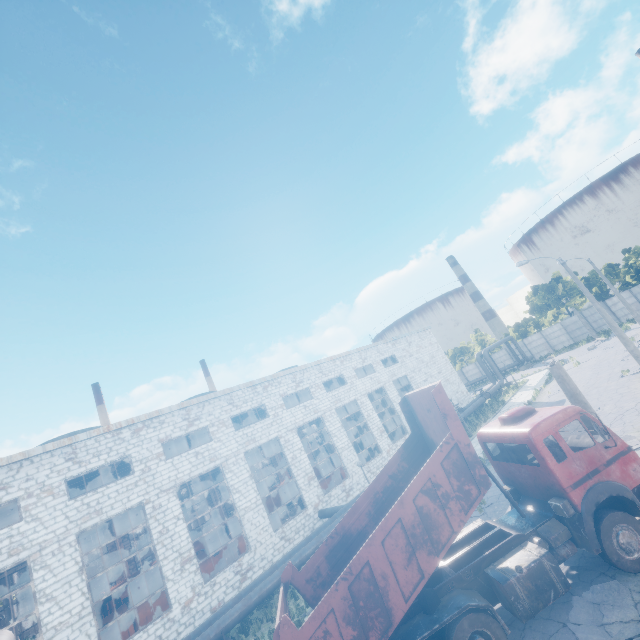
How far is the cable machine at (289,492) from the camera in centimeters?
3358cm

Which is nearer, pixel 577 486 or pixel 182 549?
pixel 577 486

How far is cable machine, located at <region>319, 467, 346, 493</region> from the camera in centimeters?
2645cm

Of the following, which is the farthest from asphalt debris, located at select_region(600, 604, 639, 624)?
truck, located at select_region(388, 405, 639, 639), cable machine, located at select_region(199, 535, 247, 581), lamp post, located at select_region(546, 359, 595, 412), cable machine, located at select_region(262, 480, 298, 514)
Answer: cable machine, located at select_region(262, 480, 298, 514)

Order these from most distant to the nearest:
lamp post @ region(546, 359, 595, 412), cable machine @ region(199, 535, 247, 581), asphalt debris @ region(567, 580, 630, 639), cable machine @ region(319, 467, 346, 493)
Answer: cable machine @ region(319, 467, 346, 493)
cable machine @ region(199, 535, 247, 581)
lamp post @ region(546, 359, 595, 412)
asphalt debris @ region(567, 580, 630, 639)

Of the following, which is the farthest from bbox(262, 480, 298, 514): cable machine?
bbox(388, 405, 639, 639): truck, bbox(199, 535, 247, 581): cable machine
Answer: bbox(388, 405, 639, 639): truck

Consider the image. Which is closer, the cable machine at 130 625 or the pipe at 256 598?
the pipe at 256 598

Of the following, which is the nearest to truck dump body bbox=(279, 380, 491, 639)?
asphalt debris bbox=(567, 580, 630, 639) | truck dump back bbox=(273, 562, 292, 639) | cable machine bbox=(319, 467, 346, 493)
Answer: truck dump back bbox=(273, 562, 292, 639)
